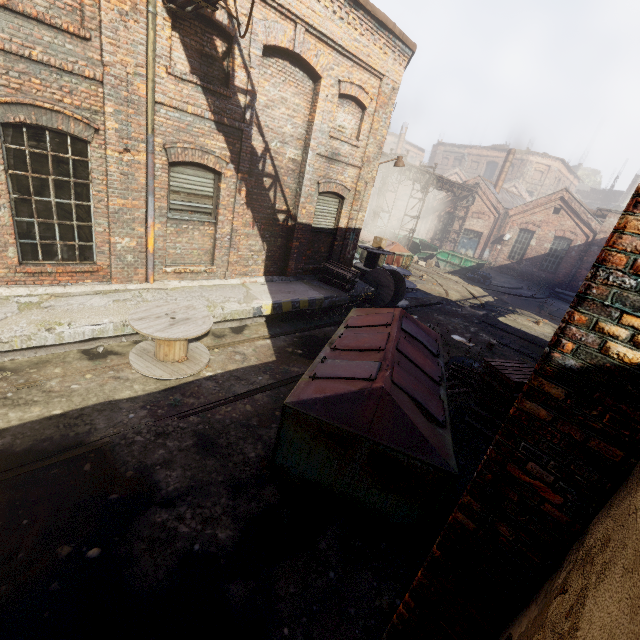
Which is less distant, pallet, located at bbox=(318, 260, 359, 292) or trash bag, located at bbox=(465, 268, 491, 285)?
pallet, located at bbox=(318, 260, 359, 292)

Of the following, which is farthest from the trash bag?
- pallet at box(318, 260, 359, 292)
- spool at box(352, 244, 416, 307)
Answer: pallet at box(318, 260, 359, 292)

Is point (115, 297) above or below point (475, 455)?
above

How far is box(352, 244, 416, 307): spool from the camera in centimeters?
1238cm

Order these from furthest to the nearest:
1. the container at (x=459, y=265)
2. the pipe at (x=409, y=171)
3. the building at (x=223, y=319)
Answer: the container at (x=459, y=265), the pipe at (x=409, y=171), the building at (x=223, y=319)

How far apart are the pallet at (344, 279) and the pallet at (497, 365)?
5.2m

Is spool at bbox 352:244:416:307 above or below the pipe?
below

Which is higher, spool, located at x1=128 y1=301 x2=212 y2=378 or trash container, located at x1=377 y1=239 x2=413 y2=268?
trash container, located at x1=377 y1=239 x2=413 y2=268
